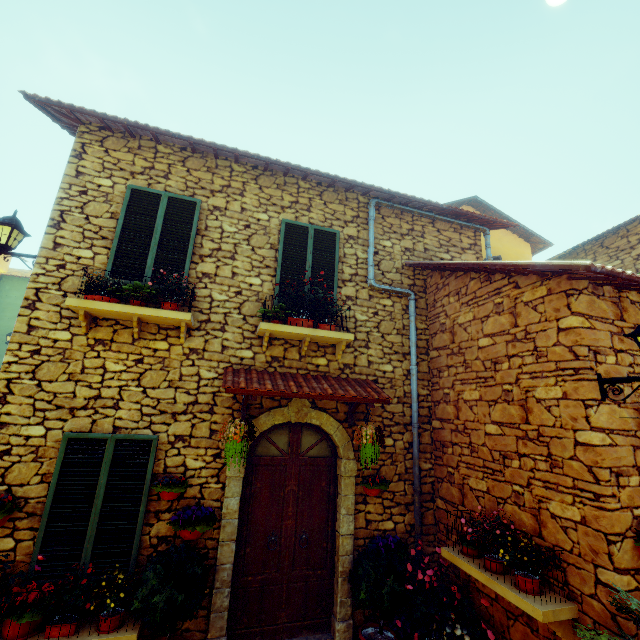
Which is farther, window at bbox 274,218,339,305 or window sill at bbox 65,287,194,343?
window at bbox 274,218,339,305

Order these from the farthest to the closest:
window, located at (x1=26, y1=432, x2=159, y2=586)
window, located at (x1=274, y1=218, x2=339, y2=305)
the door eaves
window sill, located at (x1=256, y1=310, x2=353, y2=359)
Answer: window, located at (x1=274, y1=218, x2=339, y2=305)
window sill, located at (x1=256, y1=310, x2=353, y2=359)
the door eaves
window, located at (x1=26, y1=432, x2=159, y2=586)

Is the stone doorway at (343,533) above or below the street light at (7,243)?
below

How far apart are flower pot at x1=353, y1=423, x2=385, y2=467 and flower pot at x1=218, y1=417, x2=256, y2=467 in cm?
145

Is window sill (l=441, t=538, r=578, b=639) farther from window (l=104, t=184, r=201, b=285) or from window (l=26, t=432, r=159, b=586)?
window (l=104, t=184, r=201, b=285)

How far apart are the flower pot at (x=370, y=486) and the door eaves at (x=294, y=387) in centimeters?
80cm

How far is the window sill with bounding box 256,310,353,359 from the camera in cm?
486

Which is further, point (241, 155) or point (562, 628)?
point (241, 155)
